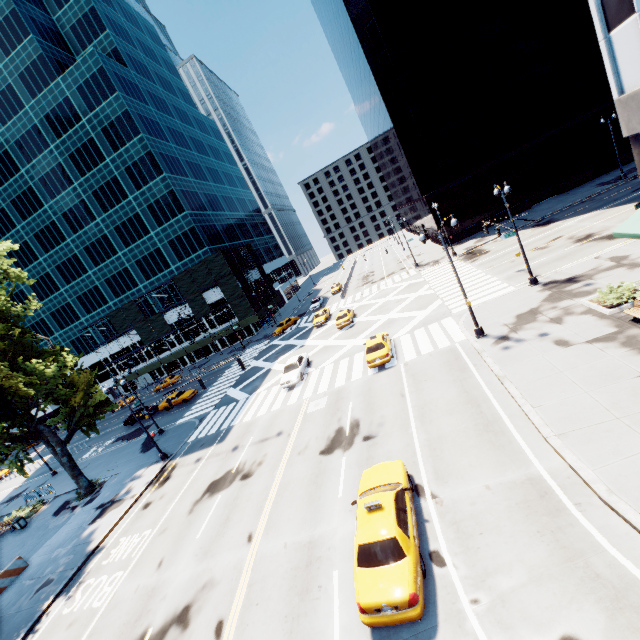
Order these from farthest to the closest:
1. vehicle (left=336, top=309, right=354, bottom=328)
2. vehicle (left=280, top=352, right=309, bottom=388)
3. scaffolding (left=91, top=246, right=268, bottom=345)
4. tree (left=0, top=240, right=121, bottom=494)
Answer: scaffolding (left=91, top=246, right=268, bottom=345), vehicle (left=336, top=309, right=354, bottom=328), vehicle (left=280, top=352, right=309, bottom=388), tree (left=0, top=240, right=121, bottom=494)

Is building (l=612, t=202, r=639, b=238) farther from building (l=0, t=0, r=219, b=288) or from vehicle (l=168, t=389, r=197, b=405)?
building (l=0, t=0, r=219, b=288)

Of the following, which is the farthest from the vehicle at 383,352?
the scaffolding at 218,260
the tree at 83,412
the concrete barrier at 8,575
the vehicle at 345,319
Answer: the scaffolding at 218,260

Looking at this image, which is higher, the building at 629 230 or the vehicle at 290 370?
the building at 629 230

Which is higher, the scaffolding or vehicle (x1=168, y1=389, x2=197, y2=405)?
the scaffolding

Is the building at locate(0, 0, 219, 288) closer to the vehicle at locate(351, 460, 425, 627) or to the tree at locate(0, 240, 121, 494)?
the tree at locate(0, 240, 121, 494)

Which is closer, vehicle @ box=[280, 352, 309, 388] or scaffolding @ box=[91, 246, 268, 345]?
vehicle @ box=[280, 352, 309, 388]

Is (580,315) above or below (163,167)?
below
